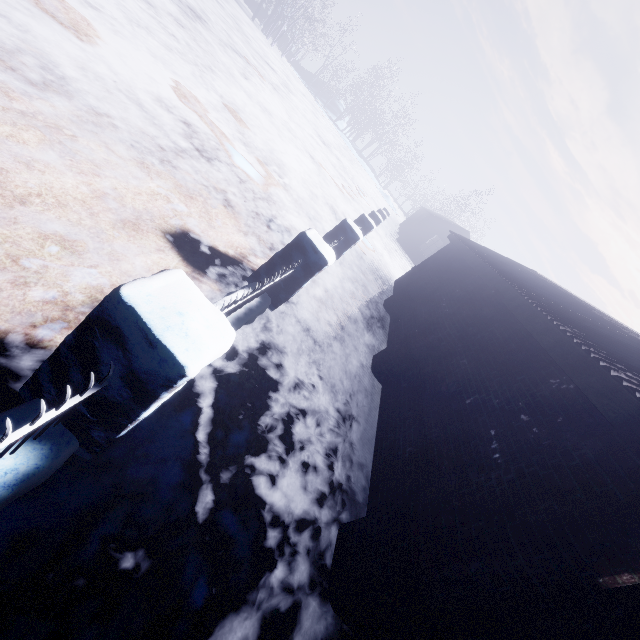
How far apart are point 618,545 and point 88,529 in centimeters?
249cm
